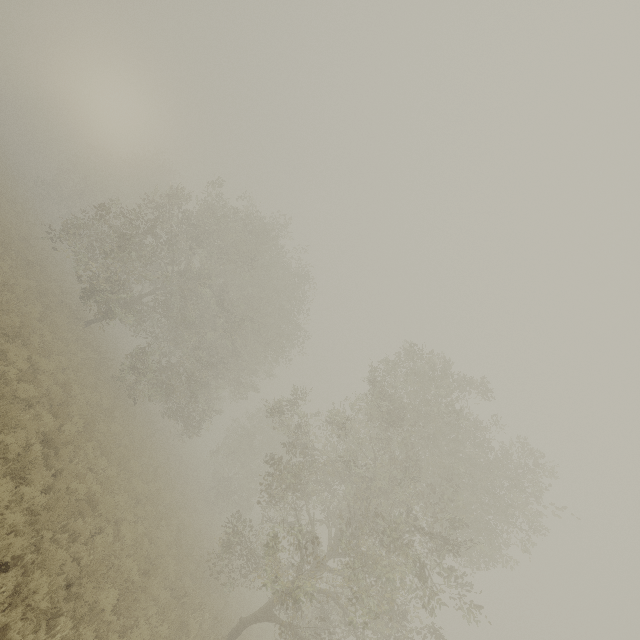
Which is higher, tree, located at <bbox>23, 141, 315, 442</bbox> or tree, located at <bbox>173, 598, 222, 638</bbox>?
tree, located at <bbox>23, 141, 315, 442</bbox>

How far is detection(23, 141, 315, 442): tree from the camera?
21.1m

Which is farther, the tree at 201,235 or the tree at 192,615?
the tree at 201,235

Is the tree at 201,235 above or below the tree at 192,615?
above

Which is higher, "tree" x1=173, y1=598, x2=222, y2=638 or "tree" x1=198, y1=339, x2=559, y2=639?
"tree" x1=198, y1=339, x2=559, y2=639

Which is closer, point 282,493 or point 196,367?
point 282,493

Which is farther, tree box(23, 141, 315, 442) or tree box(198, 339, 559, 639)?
tree box(23, 141, 315, 442)
